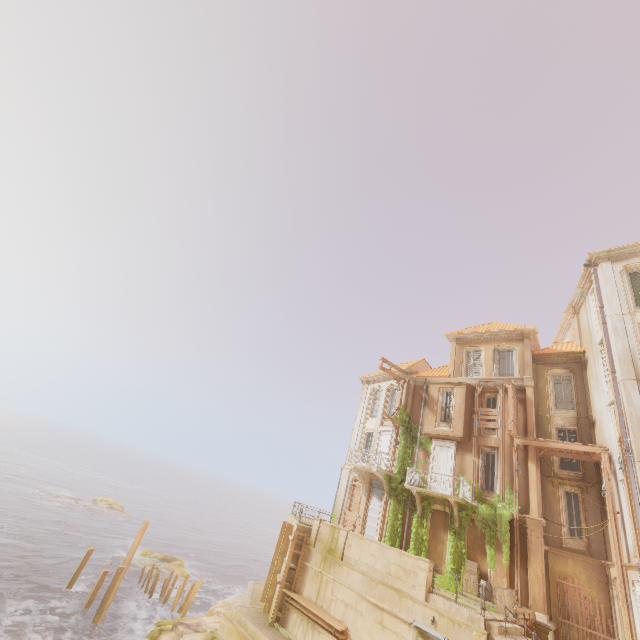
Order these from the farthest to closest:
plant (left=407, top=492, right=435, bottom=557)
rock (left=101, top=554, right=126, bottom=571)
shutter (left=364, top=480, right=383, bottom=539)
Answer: rock (left=101, top=554, right=126, bottom=571) < shutter (left=364, top=480, right=383, bottom=539) < plant (left=407, top=492, right=435, bottom=557)

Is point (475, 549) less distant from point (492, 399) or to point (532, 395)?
point (492, 399)

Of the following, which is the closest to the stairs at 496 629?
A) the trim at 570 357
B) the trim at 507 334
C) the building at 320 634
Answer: the building at 320 634

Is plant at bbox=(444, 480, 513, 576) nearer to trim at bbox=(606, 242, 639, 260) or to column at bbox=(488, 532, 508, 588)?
column at bbox=(488, 532, 508, 588)

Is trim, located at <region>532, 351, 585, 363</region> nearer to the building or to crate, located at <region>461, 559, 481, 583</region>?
crate, located at <region>461, 559, 481, 583</region>

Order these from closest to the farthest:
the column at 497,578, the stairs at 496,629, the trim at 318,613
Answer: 1. the stairs at 496,629
2. the trim at 318,613
3. the column at 497,578

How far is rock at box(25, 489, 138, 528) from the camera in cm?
4371

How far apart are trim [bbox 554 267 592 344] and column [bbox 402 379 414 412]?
12.58m
